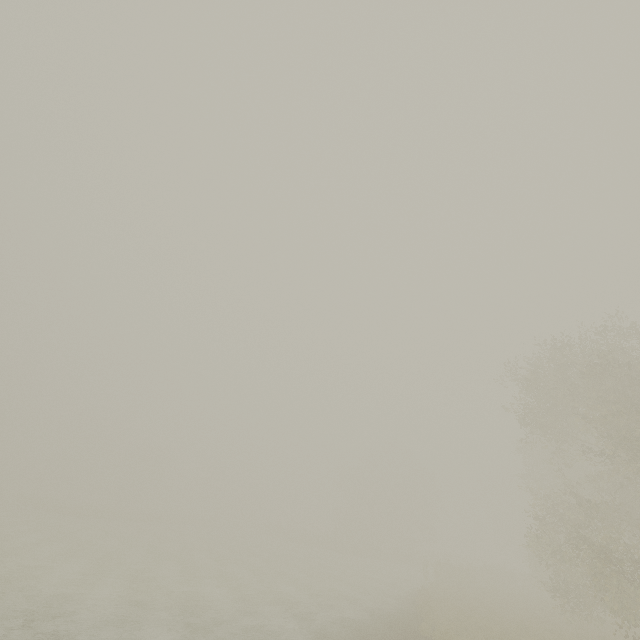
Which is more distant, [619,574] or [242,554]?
[242,554]
